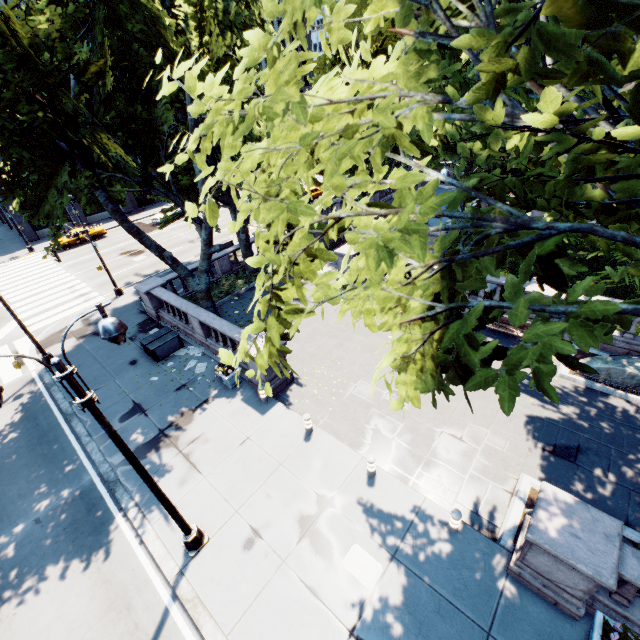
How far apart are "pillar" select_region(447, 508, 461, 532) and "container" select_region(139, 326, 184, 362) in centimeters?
1412cm

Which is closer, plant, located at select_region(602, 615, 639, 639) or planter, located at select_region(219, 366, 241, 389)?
plant, located at select_region(602, 615, 639, 639)

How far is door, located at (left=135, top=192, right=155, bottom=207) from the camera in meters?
45.8

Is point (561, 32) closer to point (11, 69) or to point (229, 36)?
point (11, 69)

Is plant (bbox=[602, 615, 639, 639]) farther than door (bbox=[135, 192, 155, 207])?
No

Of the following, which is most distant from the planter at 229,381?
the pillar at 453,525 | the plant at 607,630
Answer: the plant at 607,630

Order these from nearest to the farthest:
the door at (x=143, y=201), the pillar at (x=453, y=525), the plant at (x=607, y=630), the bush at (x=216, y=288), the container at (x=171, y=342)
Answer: the plant at (x=607, y=630), the pillar at (x=453, y=525), the container at (x=171, y=342), the bush at (x=216, y=288), the door at (x=143, y=201)

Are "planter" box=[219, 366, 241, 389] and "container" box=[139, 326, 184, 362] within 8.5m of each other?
yes
